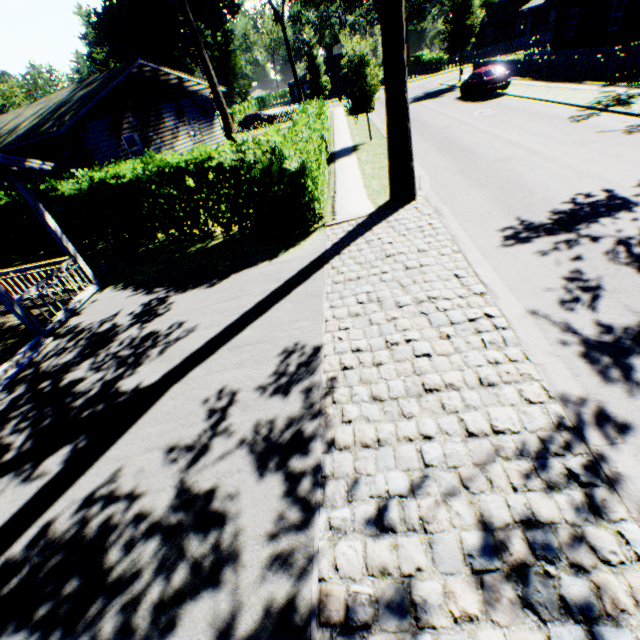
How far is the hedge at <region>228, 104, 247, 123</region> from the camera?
52.1 meters

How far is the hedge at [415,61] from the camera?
47.18m

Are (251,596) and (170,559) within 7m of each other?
yes

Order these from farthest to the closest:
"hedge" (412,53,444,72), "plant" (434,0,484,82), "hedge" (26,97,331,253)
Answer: "hedge" (412,53,444,72) < "plant" (434,0,484,82) < "hedge" (26,97,331,253)

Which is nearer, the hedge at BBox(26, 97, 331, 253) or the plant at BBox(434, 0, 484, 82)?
the hedge at BBox(26, 97, 331, 253)

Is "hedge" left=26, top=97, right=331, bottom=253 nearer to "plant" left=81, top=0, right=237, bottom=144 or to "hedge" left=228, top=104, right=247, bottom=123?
"plant" left=81, top=0, right=237, bottom=144

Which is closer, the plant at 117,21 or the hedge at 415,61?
the plant at 117,21

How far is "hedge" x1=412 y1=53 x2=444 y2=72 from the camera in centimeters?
4718cm
